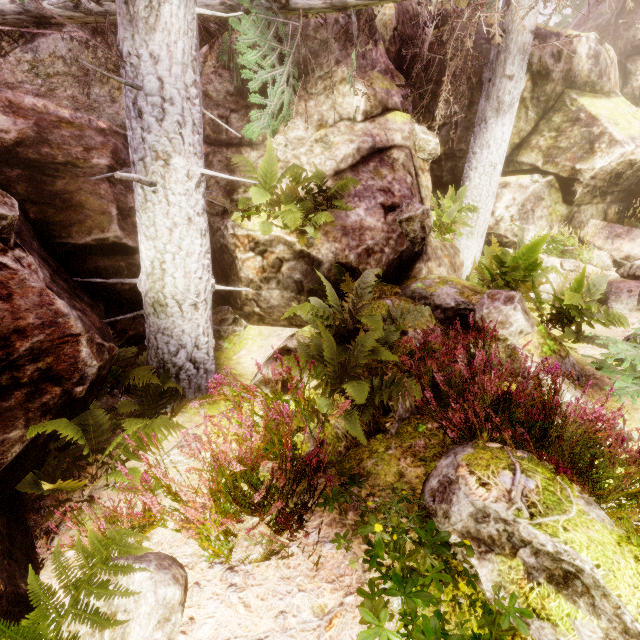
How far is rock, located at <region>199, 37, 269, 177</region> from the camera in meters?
6.2 m

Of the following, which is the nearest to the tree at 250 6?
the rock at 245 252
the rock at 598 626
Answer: the rock at 245 252

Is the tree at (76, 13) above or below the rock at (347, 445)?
above

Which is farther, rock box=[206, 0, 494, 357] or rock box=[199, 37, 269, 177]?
rock box=[199, 37, 269, 177]

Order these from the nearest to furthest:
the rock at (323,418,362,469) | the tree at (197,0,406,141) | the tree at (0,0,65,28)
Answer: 1. the rock at (323,418,362,469)
2. the tree at (197,0,406,141)
3. the tree at (0,0,65,28)

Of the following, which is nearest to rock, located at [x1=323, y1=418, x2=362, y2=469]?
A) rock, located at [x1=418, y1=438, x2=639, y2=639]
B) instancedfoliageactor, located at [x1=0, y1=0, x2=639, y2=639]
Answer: instancedfoliageactor, located at [x1=0, y1=0, x2=639, y2=639]

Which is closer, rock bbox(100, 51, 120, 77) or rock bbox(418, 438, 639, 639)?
rock bbox(418, 438, 639, 639)

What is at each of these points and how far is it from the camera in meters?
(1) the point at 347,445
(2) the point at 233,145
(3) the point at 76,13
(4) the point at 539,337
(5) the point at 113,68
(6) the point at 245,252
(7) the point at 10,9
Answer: (1) rock, 3.5 m
(2) rock, 6.4 m
(3) tree, 6.1 m
(4) rock, 4.7 m
(5) rock, 6.8 m
(6) rock, 5.8 m
(7) tree, 6.0 m
